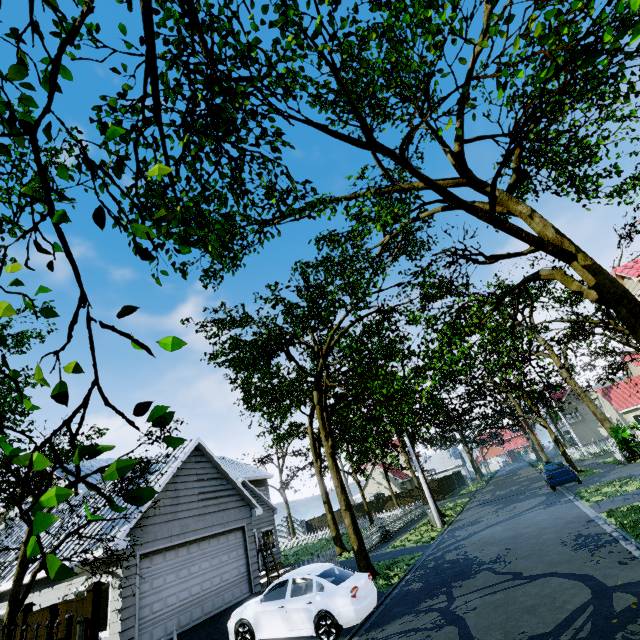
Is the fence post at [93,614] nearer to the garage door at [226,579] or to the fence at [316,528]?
the fence at [316,528]

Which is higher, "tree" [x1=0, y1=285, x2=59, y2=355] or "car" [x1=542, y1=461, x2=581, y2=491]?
"tree" [x1=0, y1=285, x2=59, y2=355]

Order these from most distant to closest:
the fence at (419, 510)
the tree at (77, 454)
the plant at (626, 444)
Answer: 1. the fence at (419, 510)
2. the plant at (626, 444)
3. the tree at (77, 454)

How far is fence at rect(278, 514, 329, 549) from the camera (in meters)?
34.84

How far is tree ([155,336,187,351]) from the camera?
1.7 meters

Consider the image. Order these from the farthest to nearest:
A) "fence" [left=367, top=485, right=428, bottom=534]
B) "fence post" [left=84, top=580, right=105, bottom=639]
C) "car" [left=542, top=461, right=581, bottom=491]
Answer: "fence" [left=367, top=485, right=428, bottom=534] < "car" [left=542, top=461, right=581, bottom=491] < "fence post" [left=84, top=580, right=105, bottom=639]

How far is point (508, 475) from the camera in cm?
4728

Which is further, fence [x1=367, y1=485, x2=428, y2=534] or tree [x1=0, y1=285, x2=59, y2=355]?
fence [x1=367, y1=485, x2=428, y2=534]
